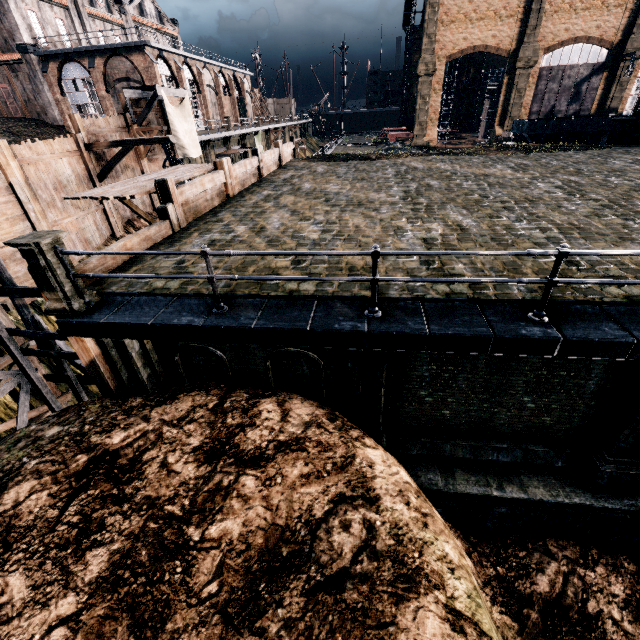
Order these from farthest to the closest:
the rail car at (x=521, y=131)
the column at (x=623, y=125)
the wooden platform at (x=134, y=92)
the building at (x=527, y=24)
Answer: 1. the building at (x=527, y=24)
2. the rail car at (x=521, y=131)
3. the column at (x=623, y=125)
4. the wooden platform at (x=134, y=92)

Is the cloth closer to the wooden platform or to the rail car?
the wooden platform

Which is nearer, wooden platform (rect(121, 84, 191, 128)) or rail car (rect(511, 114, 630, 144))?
wooden platform (rect(121, 84, 191, 128))

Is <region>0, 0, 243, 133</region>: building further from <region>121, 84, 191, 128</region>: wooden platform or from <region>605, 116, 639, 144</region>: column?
<region>605, 116, 639, 144</region>: column

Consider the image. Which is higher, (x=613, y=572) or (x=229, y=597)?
(x=229, y=597)

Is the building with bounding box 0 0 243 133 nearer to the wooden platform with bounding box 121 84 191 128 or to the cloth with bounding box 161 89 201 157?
the wooden platform with bounding box 121 84 191 128

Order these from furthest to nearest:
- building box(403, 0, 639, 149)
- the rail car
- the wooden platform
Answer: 1. building box(403, 0, 639, 149)
2. the rail car
3. the wooden platform

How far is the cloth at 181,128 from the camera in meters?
23.0 m
